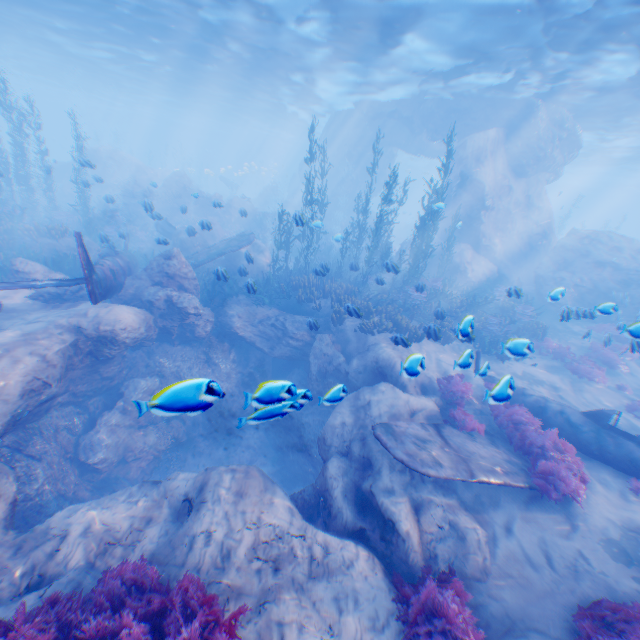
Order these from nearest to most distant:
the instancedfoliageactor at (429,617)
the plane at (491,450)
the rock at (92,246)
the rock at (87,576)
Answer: the instancedfoliageactor at (429,617), the rock at (87,576), the plane at (491,450), the rock at (92,246)

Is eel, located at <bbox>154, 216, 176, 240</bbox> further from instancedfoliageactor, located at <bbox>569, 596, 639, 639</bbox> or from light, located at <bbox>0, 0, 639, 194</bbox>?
light, located at <bbox>0, 0, 639, 194</bbox>

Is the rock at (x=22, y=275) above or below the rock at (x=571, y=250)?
below

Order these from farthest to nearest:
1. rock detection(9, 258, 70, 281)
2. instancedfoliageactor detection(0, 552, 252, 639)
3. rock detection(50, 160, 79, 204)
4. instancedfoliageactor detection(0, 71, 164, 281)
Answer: rock detection(50, 160, 79, 204)
instancedfoliageactor detection(0, 71, 164, 281)
rock detection(9, 258, 70, 281)
instancedfoliageactor detection(0, 552, 252, 639)

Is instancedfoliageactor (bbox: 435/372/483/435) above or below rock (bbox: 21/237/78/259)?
below

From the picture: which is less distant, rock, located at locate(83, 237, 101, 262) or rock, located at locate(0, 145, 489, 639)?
rock, located at locate(0, 145, 489, 639)

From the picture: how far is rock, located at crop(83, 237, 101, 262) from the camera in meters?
16.5

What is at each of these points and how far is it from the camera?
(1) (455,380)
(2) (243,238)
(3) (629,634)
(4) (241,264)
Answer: (1) instancedfoliageactor, 10.44m
(2) plane, 16.66m
(3) instancedfoliageactor, 4.36m
(4) rock, 13.11m
